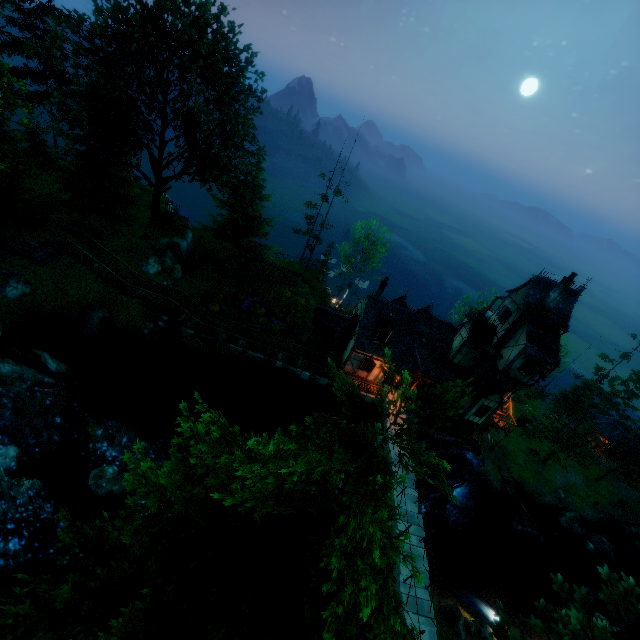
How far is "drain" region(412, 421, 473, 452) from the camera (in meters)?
28.64

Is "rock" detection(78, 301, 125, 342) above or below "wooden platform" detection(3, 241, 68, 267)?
below

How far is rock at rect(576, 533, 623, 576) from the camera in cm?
3419

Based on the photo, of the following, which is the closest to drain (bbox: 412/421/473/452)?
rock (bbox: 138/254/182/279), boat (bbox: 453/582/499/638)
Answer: boat (bbox: 453/582/499/638)

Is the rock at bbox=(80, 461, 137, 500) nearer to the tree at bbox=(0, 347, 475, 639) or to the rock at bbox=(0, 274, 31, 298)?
the rock at bbox=(0, 274, 31, 298)

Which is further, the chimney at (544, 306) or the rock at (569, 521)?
the rock at (569, 521)

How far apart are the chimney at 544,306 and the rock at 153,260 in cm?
3149

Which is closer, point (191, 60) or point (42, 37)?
point (191, 60)
